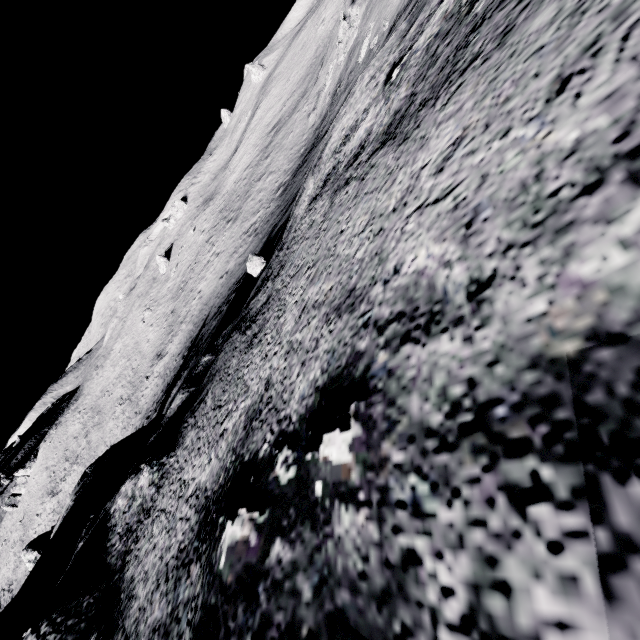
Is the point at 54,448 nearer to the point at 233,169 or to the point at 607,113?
the point at 233,169

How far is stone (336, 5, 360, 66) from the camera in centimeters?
2317cm

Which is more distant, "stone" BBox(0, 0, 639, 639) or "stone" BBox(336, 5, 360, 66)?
"stone" BBox(336, 5, 360, 66)

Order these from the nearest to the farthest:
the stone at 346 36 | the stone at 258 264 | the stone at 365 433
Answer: the stone at 365 433 < the stone at 258 264 < the stone at 346 36

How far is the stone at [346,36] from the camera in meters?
23.2 m

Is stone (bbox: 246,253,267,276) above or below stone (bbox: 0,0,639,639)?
below

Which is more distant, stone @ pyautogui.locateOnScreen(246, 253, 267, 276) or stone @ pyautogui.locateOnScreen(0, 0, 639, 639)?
stone @ pyautogui.locateOnScreen(246, 253, 267, 276)
